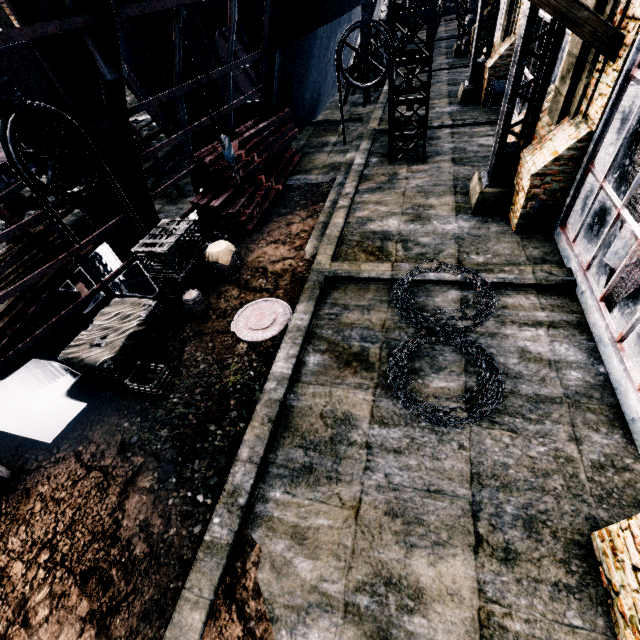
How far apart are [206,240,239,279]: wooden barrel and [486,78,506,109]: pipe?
15.3m

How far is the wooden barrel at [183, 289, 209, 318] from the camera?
9.04m

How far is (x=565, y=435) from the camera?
5.76m

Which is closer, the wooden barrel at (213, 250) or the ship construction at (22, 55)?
the ship construction at (22, 55)

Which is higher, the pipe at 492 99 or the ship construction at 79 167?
the ship construction at 79 167

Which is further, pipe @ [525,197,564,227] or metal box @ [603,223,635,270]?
pipe @ [525,197,564,227]

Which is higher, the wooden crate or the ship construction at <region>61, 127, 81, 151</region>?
the ship construction at <region>61, 127, 81, 151</region>

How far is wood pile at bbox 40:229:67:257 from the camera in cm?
1180
